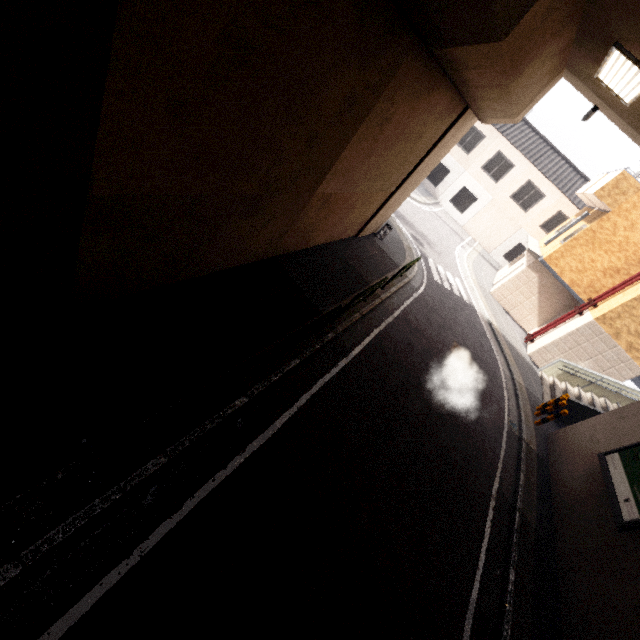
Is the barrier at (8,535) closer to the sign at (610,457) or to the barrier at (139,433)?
the barrier at (139,433)

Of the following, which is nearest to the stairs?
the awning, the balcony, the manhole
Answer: the awning

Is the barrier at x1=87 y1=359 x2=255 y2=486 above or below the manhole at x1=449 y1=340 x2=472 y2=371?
above

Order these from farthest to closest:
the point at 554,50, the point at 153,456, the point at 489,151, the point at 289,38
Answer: the point at 489,151 < the point at 554,50 < the point at 153,456 < the point at 289,38

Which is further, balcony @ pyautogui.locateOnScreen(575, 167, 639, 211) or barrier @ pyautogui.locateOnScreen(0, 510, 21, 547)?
balcony @ pyautogui.locateOnScreen(575, 167, 639, 211)

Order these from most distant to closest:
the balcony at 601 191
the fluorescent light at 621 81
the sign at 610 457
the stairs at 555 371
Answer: the balcony at 601 191
the stairs at 555 371
the sign at 610 457
the fluorescent light at 621 81

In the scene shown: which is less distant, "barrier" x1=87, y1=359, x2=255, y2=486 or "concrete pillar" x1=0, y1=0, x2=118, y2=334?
"concrete pillar" x1=0, y1=0, x2=118, y2=334

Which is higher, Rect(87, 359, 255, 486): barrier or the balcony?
the balcony
